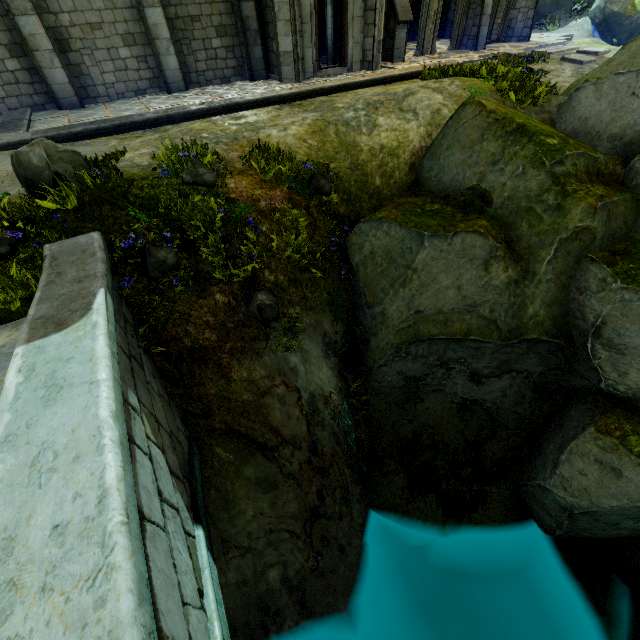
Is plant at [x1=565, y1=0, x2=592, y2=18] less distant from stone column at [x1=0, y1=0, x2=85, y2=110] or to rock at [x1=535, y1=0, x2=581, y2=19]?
rock at [x1=535, y1=0, x2=581, y2=19]

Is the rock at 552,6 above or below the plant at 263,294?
above

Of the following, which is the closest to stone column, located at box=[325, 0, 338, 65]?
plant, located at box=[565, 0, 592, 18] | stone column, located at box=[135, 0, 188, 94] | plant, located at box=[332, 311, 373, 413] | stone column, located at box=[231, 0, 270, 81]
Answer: stone column, located at box=[231, 0, 270, 81]

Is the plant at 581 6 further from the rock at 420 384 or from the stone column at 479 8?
the rock at 420 384

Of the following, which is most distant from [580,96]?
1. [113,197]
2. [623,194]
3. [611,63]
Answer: [113,197]

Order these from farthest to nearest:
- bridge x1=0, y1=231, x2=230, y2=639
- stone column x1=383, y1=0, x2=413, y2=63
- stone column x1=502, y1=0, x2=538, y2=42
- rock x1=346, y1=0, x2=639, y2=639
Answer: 1. stone column x1=502, y1=0, x2=538, y2=42
2. stone column x1=383, y1=0, x2=413, y2=63
3. rock x1=346, y1=0, x2=639, y2=639
4. bridge x1=0, y1=231, x2=230, y2=639

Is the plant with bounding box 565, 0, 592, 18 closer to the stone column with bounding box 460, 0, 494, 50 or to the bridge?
the stone column with bounding box 460, 0, 494, 50

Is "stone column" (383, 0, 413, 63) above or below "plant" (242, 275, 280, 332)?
above
